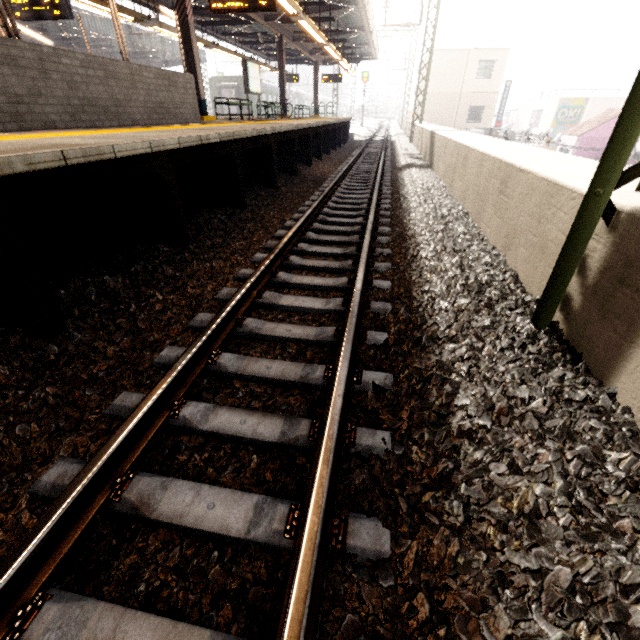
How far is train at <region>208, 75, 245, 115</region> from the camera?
30.34m

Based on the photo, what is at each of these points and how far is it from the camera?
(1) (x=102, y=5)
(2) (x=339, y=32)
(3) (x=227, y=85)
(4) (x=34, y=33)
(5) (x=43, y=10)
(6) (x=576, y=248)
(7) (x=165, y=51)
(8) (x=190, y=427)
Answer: (1) awning structure, 9.4m
(2) awning structure, 16.2m
(3) train, 30.3m
(4) awning structure, 17.6m
(5) sign, 7.8m
(6) power line, 2.1m
(7) awning structure, 23.2m
(8) train track, 1.9m

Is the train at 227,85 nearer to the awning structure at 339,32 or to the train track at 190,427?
the awning structure at 339,32

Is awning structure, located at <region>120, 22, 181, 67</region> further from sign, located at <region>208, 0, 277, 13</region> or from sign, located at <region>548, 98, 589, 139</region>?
sign, located at <region>548, 98, 589, 139</region>

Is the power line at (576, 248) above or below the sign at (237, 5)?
below

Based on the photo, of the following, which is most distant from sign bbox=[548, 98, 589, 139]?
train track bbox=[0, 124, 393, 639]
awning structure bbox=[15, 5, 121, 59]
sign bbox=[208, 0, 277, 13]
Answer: sign bbox=[208, 0, 277, 13]

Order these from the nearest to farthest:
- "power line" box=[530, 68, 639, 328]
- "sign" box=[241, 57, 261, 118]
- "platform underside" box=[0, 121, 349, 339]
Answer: "power line" box=[530, 68, 639, 328] → "platform underside" box=[0, 121, 349, 339] → "sign" box=[241, 57, 261, 118]

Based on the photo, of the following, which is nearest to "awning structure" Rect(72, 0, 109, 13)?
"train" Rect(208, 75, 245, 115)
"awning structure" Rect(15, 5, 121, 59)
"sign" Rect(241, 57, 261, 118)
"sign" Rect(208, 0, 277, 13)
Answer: "sign" Rect(208, 0, 277, 13)
